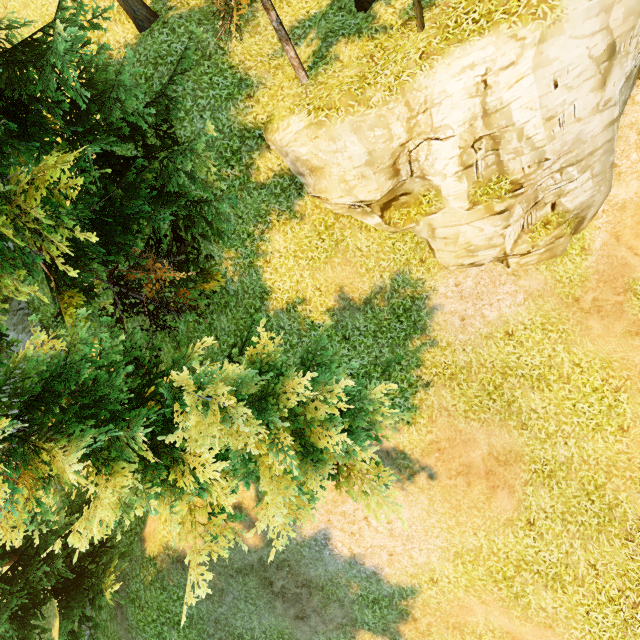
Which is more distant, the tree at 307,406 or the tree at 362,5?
the tree at 362,5

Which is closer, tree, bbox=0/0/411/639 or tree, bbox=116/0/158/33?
tree, bbox=0/0/411/639

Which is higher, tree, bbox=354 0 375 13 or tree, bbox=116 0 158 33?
tree, bbox=116 0 158 33

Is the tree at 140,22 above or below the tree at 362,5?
above

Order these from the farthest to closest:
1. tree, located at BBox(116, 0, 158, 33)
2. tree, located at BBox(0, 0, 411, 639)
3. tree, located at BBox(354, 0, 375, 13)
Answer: tree, located at BBox(116, 0, 158, 33) → tree, located at BBox(354, 0, 375, 13) → tree, located at BBox(0, 0, 411, 639)

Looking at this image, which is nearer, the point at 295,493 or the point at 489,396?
the point at 295,493
